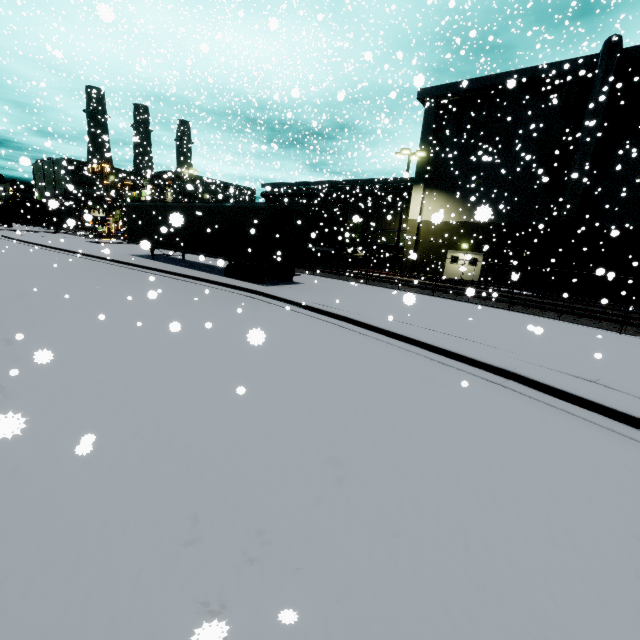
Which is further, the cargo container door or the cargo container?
the cargo container

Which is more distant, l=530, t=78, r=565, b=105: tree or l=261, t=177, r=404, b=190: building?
l=261, t=177, r=404, b=190: building

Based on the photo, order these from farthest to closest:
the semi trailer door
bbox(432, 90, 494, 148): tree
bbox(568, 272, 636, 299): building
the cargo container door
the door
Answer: the door
bbox(432, 90, 494, 148): tree
the cargo container door
bbox(568, 272, 636, 299): building
the semi trailer door

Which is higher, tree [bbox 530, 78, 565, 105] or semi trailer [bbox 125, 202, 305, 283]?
tree [bbox 530, 78, 565, 105]

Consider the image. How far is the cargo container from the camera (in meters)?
26.11

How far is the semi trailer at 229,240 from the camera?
14.6 meters

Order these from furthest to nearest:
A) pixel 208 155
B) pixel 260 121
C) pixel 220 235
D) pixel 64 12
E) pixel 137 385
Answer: pixel 260 121 < pixel 208 155 < pixel 64 12 < pixel 220 235 < pixel 137 385

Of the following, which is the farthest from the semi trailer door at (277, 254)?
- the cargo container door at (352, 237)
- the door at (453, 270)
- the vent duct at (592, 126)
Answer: the door at (453, 270)
